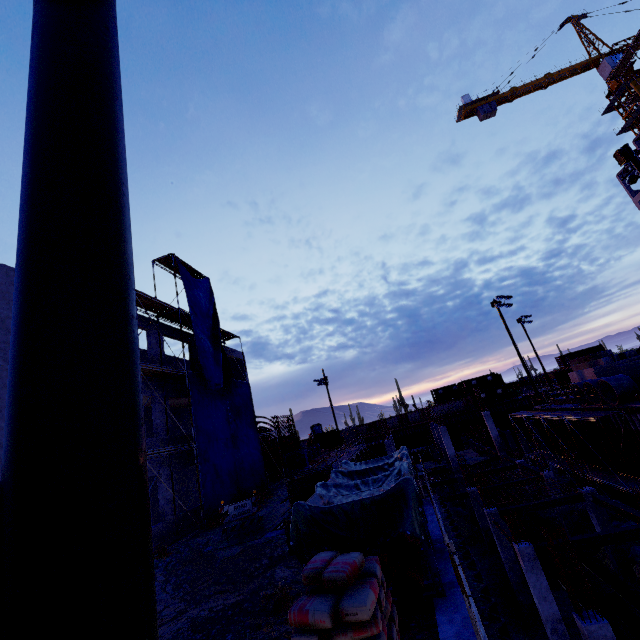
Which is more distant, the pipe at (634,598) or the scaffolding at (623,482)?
the scaffolding at (623,482)

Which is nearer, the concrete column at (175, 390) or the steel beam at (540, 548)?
the steel beam at (540, 548)

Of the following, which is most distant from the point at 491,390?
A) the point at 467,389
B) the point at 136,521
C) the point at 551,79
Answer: the point at 136,521

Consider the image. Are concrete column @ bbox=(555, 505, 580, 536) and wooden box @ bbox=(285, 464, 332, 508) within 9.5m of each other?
no

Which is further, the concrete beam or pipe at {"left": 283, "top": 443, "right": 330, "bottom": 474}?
pipe at {"left": 283, "top": 443, "right": 330, "bottom": 474}

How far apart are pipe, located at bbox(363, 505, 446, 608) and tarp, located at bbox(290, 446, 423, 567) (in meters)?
0.02

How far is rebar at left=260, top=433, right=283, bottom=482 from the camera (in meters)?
28.41

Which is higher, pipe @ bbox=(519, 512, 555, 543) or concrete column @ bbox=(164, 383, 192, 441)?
concrete column @ bbox=(164, 383, 192, 441)
